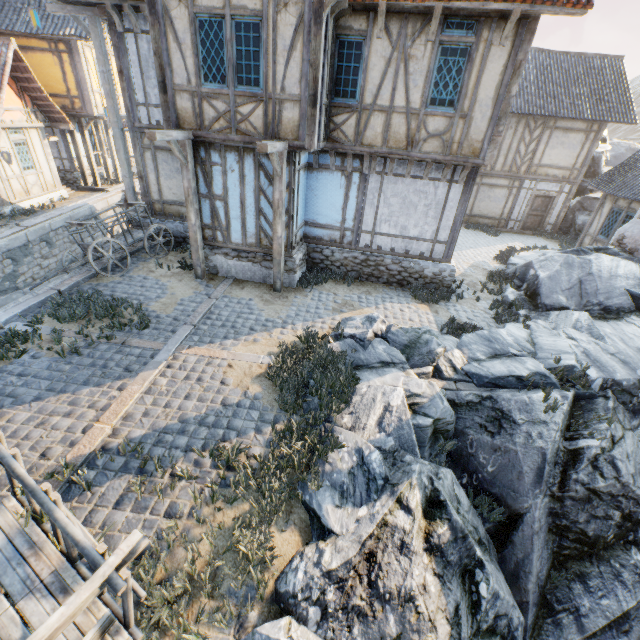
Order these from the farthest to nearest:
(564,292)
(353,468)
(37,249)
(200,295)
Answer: (37,249)
(564,292)
(200,295)
(353,468)

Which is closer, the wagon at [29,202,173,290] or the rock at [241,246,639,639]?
the rock at [241,246,639,639]

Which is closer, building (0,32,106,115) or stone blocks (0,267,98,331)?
stone blocks (0,267,98,331)

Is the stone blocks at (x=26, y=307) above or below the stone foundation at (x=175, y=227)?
below

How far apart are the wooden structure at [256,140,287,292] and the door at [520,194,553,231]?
16.42m

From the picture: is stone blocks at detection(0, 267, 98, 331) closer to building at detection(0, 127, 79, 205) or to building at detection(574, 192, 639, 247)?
building at detection(0, 127, 79, 205)

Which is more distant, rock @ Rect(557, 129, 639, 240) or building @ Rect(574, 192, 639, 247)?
rock @ Rect(557, 129, 639, 240)

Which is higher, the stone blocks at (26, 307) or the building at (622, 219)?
the building at (622, 219)
